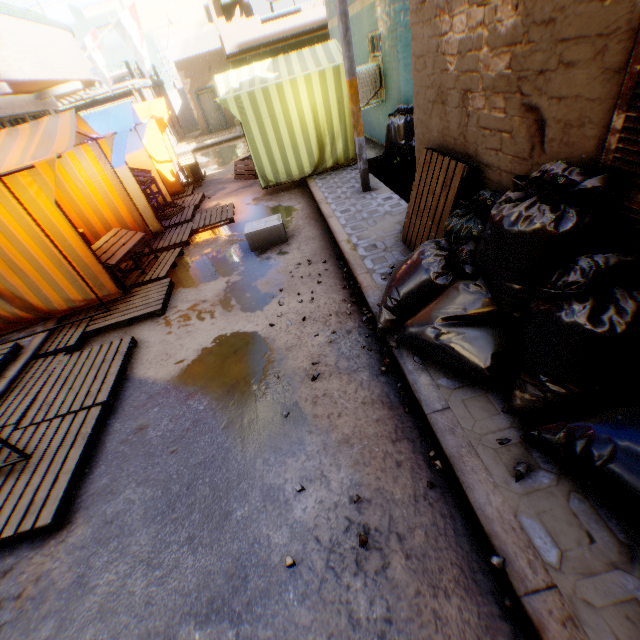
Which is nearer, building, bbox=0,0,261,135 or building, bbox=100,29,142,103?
building, bbox=0,0,261,135

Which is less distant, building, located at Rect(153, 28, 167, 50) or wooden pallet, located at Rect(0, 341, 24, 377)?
wooden pallet, located at Rect(0, 341, 24, 377)

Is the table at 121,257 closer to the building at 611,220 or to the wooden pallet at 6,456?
the wooden pallet at 6,456

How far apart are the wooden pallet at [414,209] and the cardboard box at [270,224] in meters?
1.8

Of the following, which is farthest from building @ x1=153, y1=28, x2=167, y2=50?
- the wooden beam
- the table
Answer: A: the table

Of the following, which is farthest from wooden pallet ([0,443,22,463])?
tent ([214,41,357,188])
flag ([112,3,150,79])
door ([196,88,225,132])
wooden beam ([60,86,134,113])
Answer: wooden beam ([60,86,134,113])

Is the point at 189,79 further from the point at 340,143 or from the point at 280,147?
the point at 340,143

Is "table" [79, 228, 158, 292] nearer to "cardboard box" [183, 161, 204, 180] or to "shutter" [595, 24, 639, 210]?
"cardboard box" [183, 161, 204, 180]
